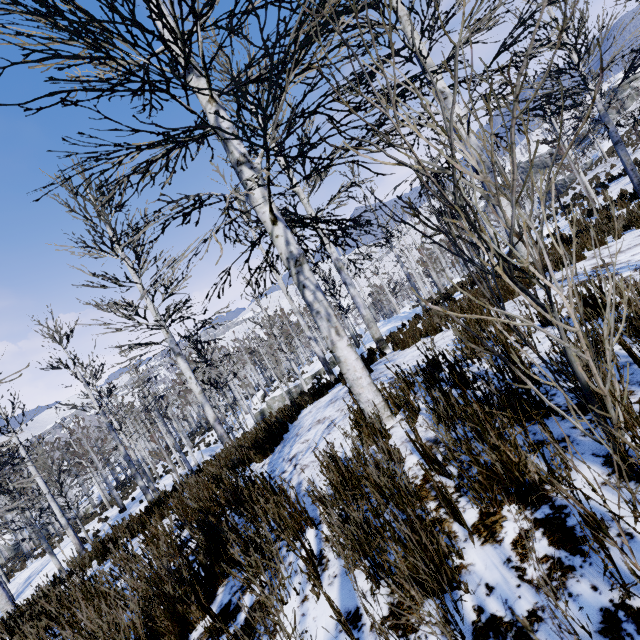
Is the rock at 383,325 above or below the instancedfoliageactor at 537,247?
below

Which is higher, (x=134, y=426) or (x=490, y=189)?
(x=490, y=189)

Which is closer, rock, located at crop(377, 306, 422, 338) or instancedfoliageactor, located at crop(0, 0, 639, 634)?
instancedfoliageactor, located at crop(0, 0, 639, 634)

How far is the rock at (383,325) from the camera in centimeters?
1728cm

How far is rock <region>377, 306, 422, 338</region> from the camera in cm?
1728

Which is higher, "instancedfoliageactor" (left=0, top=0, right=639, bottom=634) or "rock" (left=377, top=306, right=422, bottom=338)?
"instancedfoliageactor" (left=0, top=0, right=639, bottom=634)
